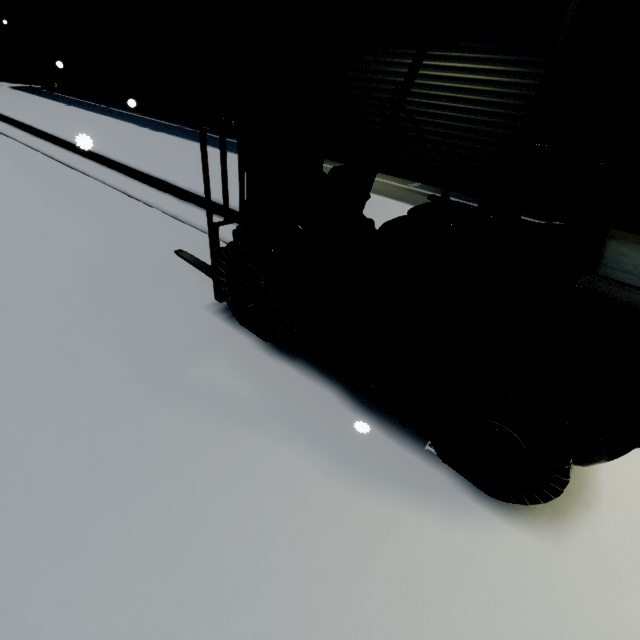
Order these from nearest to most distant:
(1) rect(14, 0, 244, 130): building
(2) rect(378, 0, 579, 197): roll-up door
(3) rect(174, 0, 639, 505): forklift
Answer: (3) rect(174, 0, 639, 505): forklift
(2) rect(378, 0, 579, 197): roll-up door
(1) rect(14, 0, 244, 130): building

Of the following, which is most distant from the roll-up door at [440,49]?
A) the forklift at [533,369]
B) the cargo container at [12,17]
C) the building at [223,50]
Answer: the cargo container at [12,17]

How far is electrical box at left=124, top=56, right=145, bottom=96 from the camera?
9.8 meters

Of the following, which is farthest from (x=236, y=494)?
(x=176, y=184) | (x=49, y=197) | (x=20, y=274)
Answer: (x=49, y=197)

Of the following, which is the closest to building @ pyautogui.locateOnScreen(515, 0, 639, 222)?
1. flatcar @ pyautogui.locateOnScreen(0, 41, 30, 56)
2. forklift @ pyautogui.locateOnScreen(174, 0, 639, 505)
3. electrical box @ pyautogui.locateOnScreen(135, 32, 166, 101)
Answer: electrical box @ pyautogui.locateOnScreen(135, 32, 166, 101)

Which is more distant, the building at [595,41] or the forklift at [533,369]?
the building at [595,41]

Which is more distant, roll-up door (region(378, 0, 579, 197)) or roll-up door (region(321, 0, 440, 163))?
roll-up door (region(321, 0, 440, 163))

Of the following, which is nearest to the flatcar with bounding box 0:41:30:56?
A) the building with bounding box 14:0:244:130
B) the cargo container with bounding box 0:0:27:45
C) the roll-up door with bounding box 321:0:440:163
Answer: the cargo container with bounding box 0:0:27:45
